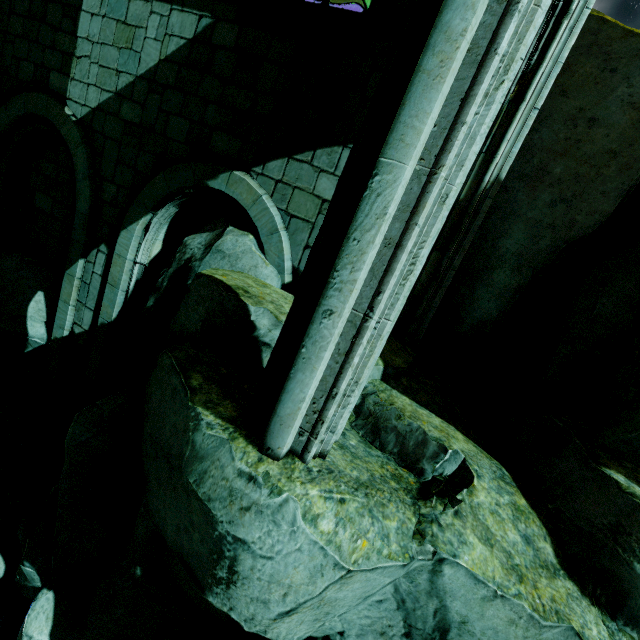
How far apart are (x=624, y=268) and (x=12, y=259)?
12.5 meters
